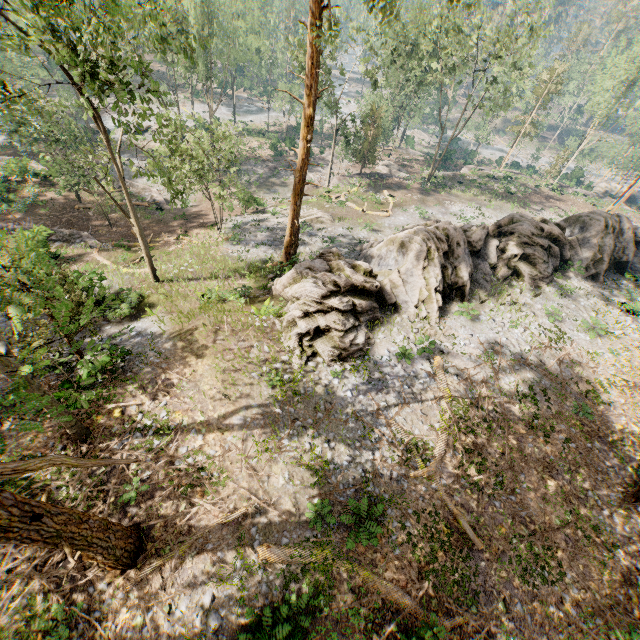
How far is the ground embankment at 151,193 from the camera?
34.78m

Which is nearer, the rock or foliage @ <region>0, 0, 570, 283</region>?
foliage @ <region>0, 0, 570, 283</region>

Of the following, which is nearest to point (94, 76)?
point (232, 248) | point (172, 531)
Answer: point (172, 531)

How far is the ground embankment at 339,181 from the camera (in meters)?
40.03

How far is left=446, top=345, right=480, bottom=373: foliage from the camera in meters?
16.7 m

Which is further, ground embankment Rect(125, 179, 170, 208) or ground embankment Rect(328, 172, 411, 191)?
ground embankment Rect(328, 172, 411, 191)

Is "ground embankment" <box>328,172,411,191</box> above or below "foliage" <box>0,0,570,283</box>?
below

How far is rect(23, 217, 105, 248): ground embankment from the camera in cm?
2175
